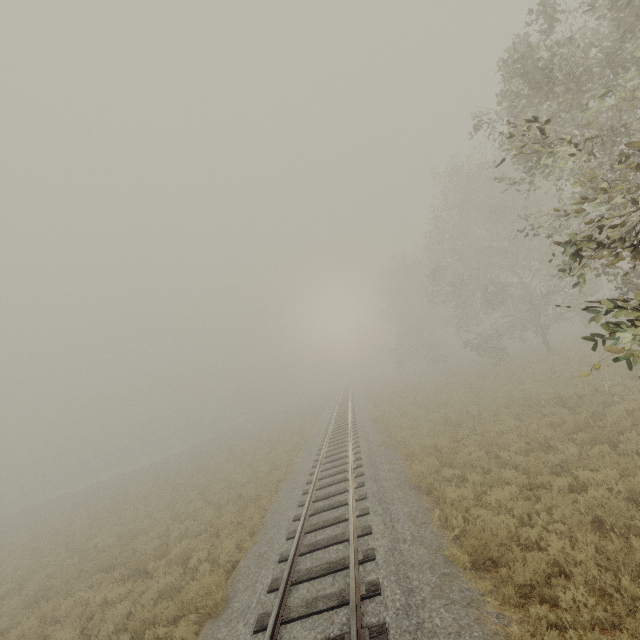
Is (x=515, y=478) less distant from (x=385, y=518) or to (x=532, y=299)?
(x=385, y=518)
